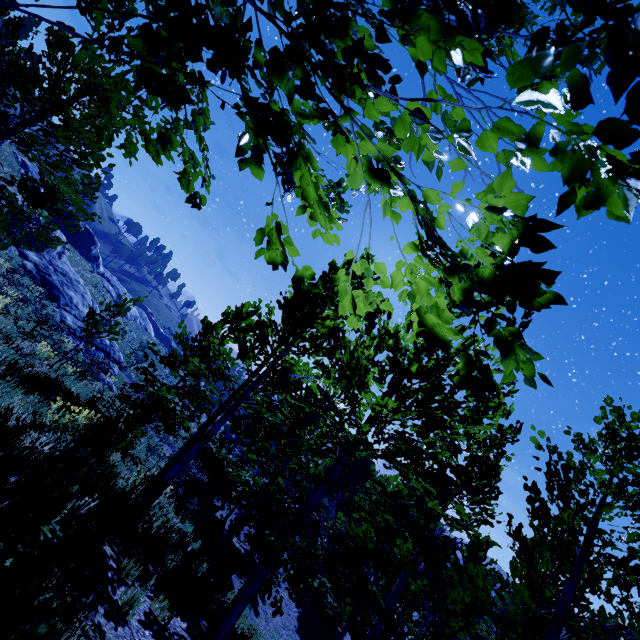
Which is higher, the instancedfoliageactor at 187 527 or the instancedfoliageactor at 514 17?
the instancedfoliageactor at 514 17

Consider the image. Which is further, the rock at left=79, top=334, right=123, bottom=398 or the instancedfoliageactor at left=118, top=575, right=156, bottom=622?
the rock at left=79, top=334, right=123, bottom=398

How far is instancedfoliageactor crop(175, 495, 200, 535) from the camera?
13.3m

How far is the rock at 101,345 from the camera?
19.08m

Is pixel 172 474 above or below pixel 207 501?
above

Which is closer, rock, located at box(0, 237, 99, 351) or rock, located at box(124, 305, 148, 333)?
rock, located at box(0, 237, 99, 351)

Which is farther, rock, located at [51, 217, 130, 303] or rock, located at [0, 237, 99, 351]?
rock, located at [51, 217, 130, 303]

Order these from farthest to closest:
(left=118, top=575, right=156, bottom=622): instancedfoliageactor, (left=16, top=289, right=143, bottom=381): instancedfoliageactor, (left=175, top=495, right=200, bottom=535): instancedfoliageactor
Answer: (left=175, top=495, right=200, bottom=535): instancedfoliageactor → (left=16, top=289, right=143, bottom=381): instancedfoliageactor → (left=118, top=575, right=156, bottom=622): instancedfoliageactor
